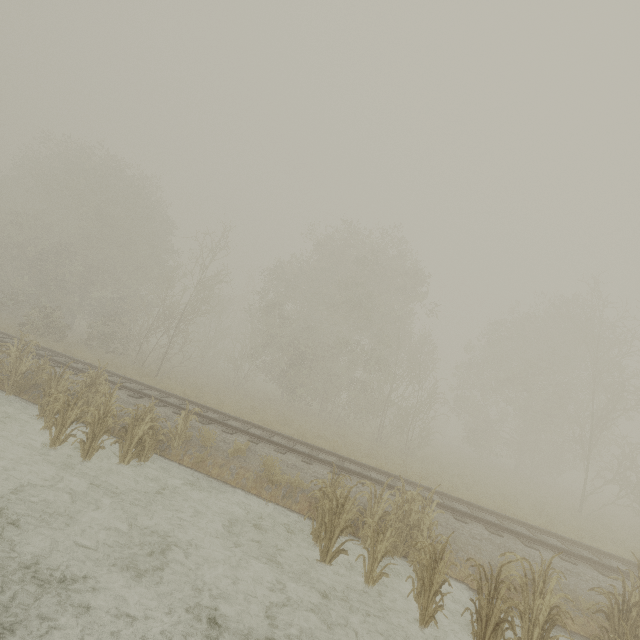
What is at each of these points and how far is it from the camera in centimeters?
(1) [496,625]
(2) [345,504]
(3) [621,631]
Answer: (1) tree, 523cm
(2) tree, 780cm
(3) tree, 592cm

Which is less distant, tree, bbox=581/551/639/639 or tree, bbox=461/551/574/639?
tree, bbox=461/551/574/639

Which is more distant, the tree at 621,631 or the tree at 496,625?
the tree at 621,631
